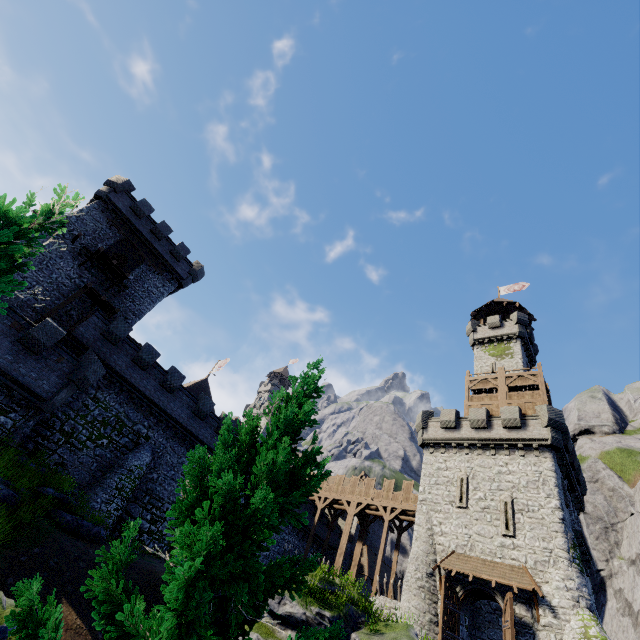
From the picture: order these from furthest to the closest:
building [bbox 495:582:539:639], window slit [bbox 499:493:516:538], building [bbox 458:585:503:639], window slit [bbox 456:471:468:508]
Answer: window slit [bbox 456:471:468:508] < window slit [bbox 499:493:516:538] < building [bbox 458:585:503:639] < building [bbox 495:582:539:639]

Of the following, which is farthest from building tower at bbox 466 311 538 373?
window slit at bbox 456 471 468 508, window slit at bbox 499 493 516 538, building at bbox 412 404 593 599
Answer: window slit at bbox 499 493 516 538

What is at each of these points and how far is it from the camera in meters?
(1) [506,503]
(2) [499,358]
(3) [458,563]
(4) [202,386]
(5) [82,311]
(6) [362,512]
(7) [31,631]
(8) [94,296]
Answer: (1) window slit, 22.8 m
(2) building tower, 36.0 m
(3) awning, 21.3 m
(4) building, 48.0 m
(5) building, 25.8 m
(6) walkway, 33.0 m
(7) tree, 3.4 m
(8) wooden platform, 25.8 m

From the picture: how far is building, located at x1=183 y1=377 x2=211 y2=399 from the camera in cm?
4528

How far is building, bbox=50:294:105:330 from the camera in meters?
24.5

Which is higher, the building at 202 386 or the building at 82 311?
the building at 202 386

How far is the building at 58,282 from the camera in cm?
2420

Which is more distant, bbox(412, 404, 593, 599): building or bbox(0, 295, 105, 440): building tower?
bbox(412, 404, 593, 599): building
